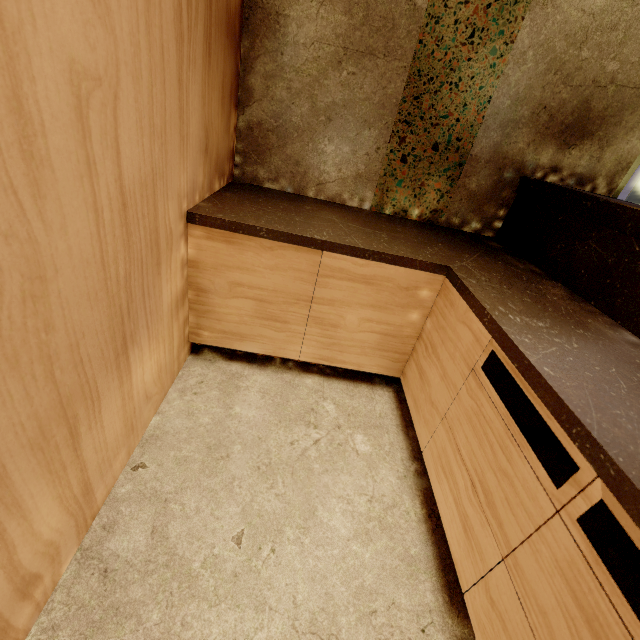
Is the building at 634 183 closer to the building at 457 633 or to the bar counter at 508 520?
the building at 457 633

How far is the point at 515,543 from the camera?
0.84m

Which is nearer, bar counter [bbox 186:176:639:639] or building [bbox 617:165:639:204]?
bar counter [bbox 186:176:639:639]

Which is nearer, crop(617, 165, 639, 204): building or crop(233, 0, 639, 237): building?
crop(233, 0, 639, 237): building

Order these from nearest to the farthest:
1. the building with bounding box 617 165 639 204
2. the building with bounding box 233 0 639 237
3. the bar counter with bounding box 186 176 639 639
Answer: the bar counter with bounding box 186 176 639 639, the building with bounding box 233 0 639 237, the building with bounding box 617 165 639 204

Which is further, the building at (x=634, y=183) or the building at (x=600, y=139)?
the building at (x=634, y=183)

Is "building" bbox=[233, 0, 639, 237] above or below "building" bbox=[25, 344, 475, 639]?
above

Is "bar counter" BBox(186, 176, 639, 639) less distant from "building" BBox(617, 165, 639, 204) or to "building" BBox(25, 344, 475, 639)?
"building" BBox(25, 344, 475, 639)
